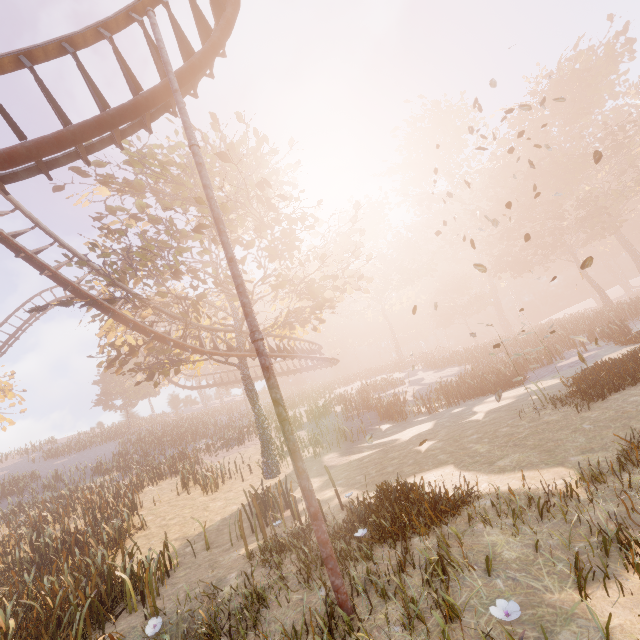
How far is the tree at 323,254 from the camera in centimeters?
1461cm

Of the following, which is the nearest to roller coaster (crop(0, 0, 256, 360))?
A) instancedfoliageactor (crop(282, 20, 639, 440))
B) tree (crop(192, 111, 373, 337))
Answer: tree (crop(192, 111, 373, 337))

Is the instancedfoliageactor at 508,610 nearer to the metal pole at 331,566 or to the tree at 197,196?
the metal pole at 331,566

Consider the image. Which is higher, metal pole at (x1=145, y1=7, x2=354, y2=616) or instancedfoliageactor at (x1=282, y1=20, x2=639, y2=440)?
instancedfoliageactor at (x1=282, y1=20, x2=639, y2=440)

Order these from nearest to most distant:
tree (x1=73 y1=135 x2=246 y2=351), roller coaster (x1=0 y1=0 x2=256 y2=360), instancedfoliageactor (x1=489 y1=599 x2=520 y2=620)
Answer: instancedfoliageactor (x1=489 y1=599 x2=520 y2=620), roller coaster (x1=0 y1=0 x2=256 y2=360), tree (x1=73 y1=135 x2=246 y2=351)

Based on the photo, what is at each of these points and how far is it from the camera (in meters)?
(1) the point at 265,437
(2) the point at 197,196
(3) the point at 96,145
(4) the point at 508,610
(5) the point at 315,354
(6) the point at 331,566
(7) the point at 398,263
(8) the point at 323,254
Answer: (1) tree, 16.41
(2) tree, 19.16
(3) roller coaster, 8.17
(4) instancedfoliageactor, 2.81
(5) roller coaster, 27.00
(6) metal pole, 4.04
(7) instancedfoliageactor, 53.16
(8) tree, 15.34

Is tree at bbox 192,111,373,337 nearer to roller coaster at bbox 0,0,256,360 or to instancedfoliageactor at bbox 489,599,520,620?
roller coaster at bbox 0,0,256,360

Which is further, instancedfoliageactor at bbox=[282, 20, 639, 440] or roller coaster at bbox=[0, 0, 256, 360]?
instancedfoliageactor at bbox=[282, 20, 639, 440]
